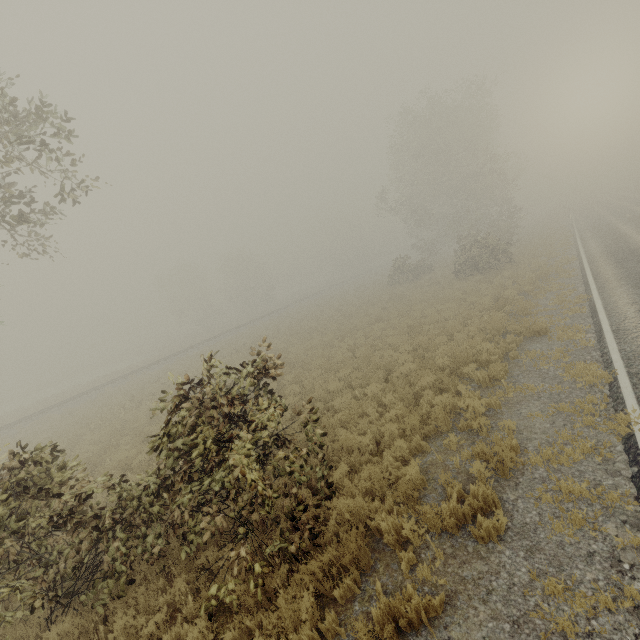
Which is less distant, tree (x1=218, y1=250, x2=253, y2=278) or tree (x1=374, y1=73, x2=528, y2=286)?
tree (x1=374, y1=73, x2=528, y2=286)

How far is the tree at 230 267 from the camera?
57.0 meters

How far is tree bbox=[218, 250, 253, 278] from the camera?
57.0m

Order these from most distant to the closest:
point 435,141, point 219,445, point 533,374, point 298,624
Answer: point 435,141 → point 533,374 → point 219,445 → point 298,624

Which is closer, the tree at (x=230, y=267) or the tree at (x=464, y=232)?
the tree at (x=464, y=232)
